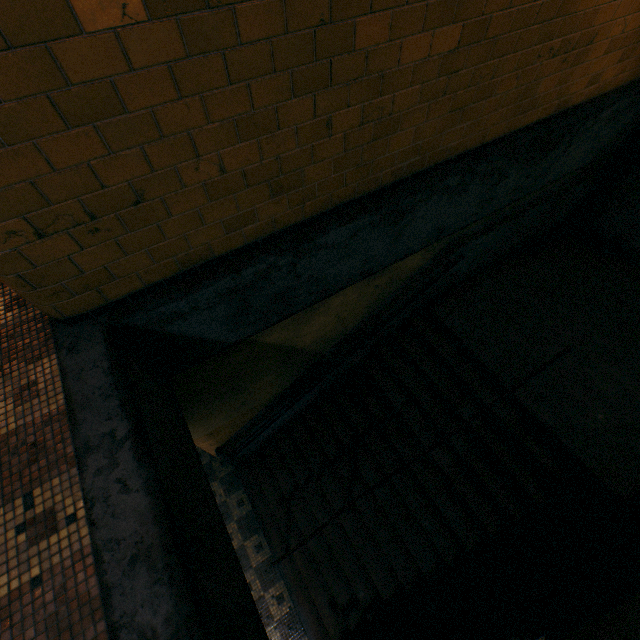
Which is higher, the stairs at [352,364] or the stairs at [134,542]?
the stairs at [134,542]

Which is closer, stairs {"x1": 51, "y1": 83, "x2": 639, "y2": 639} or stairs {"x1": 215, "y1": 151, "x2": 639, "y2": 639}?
stairs {"x1": 51, "y1": 83, "x2": 639, "y2": 639}

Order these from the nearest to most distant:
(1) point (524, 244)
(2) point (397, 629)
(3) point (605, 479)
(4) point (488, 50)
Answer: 1. (4) point (488, 50)
2. (3) point (605, 479)
3. (2) point (397, 629)
4. (1) point (524, 244)

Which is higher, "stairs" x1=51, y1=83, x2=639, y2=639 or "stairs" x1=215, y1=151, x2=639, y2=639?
"stairs" x1=51, y1=83, x2=639, y2=639

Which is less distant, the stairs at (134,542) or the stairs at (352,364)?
the stairs at (134,542)
